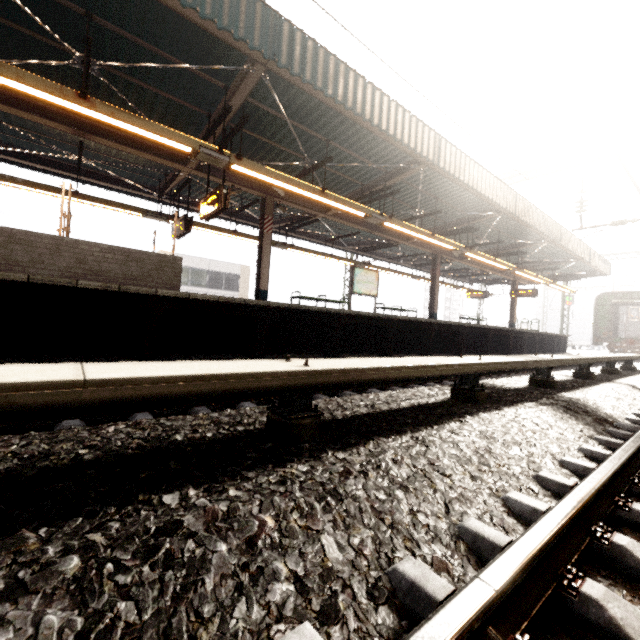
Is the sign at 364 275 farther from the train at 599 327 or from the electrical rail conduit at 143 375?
the train at 599 327

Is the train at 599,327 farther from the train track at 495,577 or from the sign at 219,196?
the sign at 219,196

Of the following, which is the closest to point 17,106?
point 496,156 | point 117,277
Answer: point 117,277

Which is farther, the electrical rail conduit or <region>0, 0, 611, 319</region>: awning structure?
<region>0, 0, 611, 319</region>: awning structure

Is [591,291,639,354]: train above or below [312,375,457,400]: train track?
above

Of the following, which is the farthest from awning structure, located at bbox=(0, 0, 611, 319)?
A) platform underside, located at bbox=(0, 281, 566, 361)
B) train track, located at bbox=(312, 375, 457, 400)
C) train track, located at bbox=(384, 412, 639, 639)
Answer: train track, located at bbox=(384, 412, 639, 639)

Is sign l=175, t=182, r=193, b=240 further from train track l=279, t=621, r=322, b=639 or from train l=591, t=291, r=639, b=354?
train l=591, t=291, r=639, b=354

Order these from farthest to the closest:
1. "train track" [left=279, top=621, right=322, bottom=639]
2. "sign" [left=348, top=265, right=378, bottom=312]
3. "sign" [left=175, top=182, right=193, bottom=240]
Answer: "sign" [left=348, top=265, right=378, bottom=312], "sign" [left=175, top=182, right=193, bottom=240], "train track" [left=279, top=621, right=322, bottom=639]
